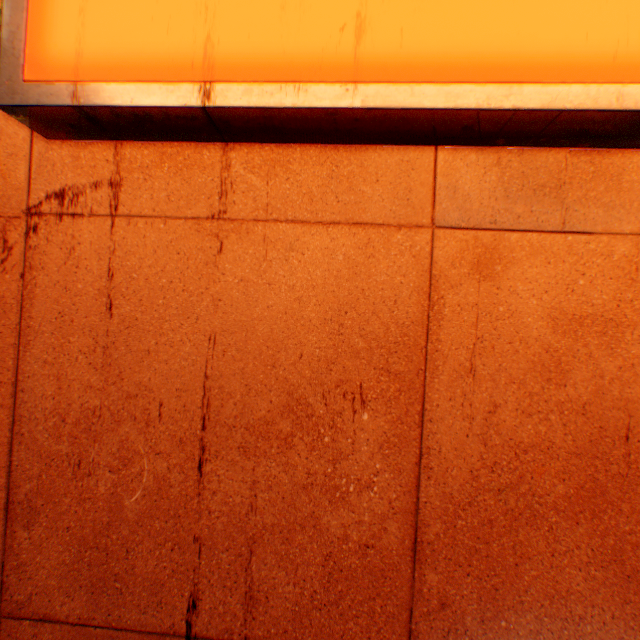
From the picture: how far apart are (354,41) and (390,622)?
1.85m
